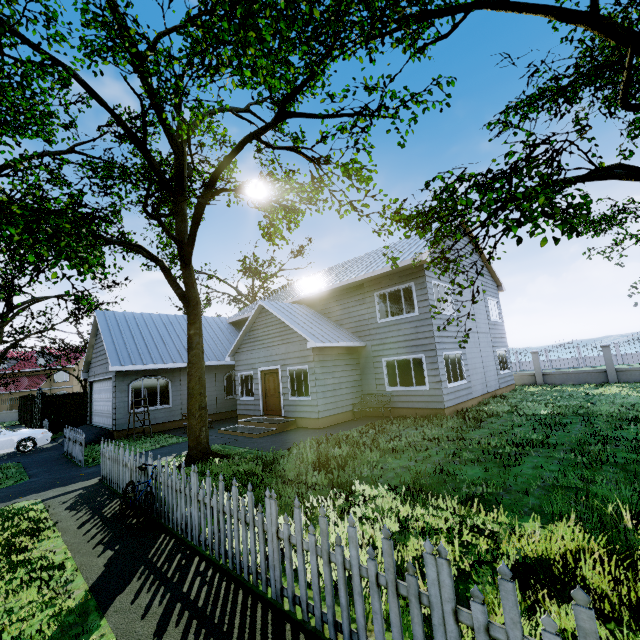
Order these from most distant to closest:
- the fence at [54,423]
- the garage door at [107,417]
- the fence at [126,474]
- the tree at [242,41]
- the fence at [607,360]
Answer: the fence at [607,360]
the garage door at [107,417]
the fence at [54,423]
the fence at [126,474]
the tree at [242,41]

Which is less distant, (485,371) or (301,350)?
(301,350)

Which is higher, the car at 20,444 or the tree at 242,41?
the tree at 242,41

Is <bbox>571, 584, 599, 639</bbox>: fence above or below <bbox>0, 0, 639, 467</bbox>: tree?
below

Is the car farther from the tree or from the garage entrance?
the tree

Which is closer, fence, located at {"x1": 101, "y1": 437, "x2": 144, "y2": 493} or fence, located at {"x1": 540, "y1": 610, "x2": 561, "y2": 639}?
fence, located at {"x1": 540, "y1": 610, "x2": 561, "y2": 639}

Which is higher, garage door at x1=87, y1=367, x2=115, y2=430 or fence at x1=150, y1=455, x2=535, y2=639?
garage door at x1=87, y1=367, x2=115, y2=430

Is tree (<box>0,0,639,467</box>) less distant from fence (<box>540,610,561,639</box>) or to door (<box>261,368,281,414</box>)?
fence (<box>540,610,561,639</box>)
